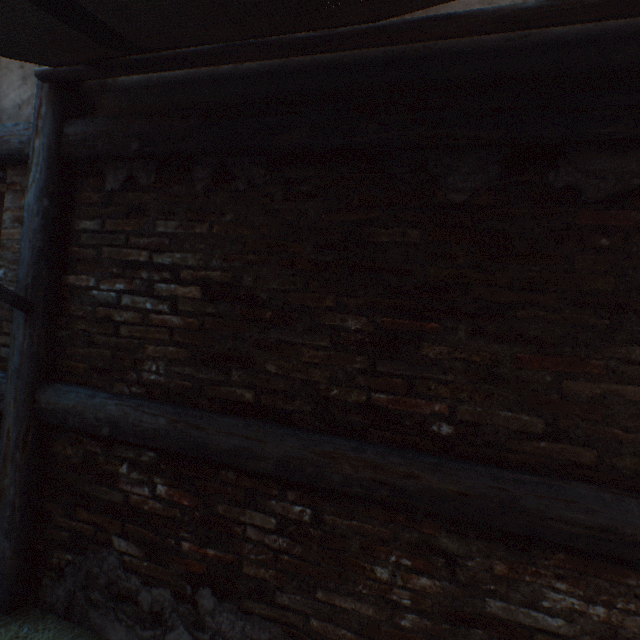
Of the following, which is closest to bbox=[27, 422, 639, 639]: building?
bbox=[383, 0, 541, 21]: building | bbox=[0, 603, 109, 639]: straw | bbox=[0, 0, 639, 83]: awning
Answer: bbox=[0, 603, 109, 639]: straw

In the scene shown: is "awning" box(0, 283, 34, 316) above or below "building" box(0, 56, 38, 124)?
below

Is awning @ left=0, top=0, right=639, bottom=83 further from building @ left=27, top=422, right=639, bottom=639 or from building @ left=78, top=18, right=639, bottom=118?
building @ left=27, top=422, right=639, bottom=639

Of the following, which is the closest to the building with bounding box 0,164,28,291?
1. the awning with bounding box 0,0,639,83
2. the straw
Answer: the awning with bounding box 0,0,639,83

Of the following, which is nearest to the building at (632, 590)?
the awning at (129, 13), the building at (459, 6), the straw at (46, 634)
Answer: the straw at (46, 634)

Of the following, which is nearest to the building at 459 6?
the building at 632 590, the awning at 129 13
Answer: the awning at 129 13

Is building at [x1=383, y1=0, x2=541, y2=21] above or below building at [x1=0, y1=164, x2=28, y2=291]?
above

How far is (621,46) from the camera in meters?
1.3
